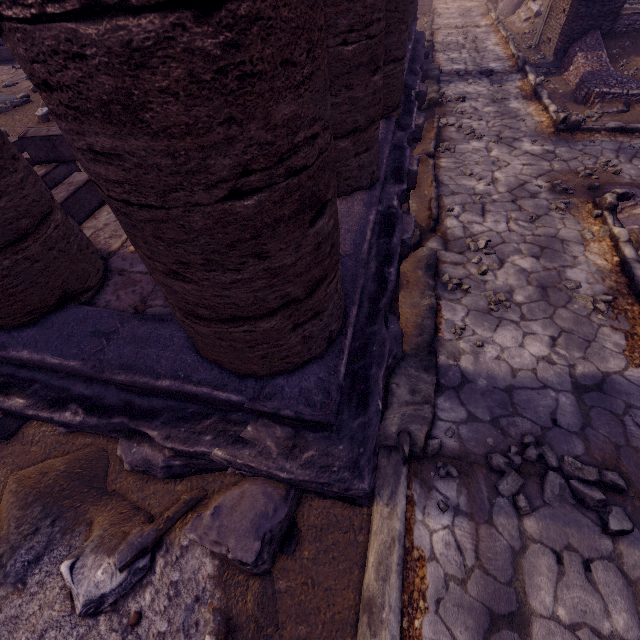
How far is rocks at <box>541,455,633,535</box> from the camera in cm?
237

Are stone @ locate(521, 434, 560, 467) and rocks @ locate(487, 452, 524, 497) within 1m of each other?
yes

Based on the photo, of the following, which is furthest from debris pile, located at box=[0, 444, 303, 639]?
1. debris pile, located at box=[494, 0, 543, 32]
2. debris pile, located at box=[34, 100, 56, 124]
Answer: debris pile, located at box=[494, 0, 543, 32]

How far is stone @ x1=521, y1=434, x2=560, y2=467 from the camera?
2.68m

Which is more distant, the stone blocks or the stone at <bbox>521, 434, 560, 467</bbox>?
the stone blocks

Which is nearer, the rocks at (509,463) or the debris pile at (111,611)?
the debris pile at (111,611)

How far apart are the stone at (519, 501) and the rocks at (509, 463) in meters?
0.0

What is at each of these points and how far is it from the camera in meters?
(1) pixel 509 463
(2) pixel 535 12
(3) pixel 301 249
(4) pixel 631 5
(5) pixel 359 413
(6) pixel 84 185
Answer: (1) rocks, 2.7
(2) debris pile, 11.0
(3) column, 1.4
(4) building debris, 8.5
(5) building base, 2.2
(6) stone blocks, 3.5
